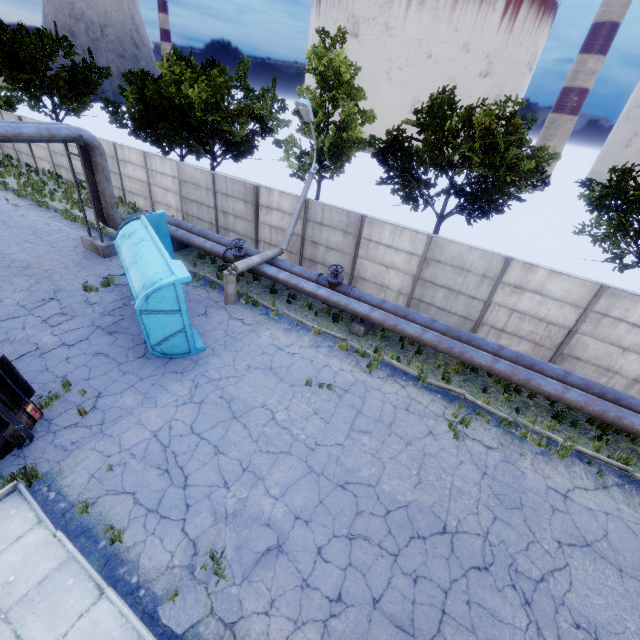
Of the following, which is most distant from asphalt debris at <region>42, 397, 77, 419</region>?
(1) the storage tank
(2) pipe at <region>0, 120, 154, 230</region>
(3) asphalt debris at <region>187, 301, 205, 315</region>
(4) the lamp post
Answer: (1) the storage tank

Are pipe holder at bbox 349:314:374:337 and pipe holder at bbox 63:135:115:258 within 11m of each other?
no

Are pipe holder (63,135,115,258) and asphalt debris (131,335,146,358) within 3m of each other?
no

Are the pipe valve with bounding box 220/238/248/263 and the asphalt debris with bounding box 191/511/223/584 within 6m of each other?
no

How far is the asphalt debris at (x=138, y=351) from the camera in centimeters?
1013cm

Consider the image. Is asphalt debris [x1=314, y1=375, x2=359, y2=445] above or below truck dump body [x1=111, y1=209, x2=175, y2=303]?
below

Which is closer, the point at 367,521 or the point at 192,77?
the point at 367,521

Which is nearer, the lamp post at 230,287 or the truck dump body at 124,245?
the truck dump body at 124,245
